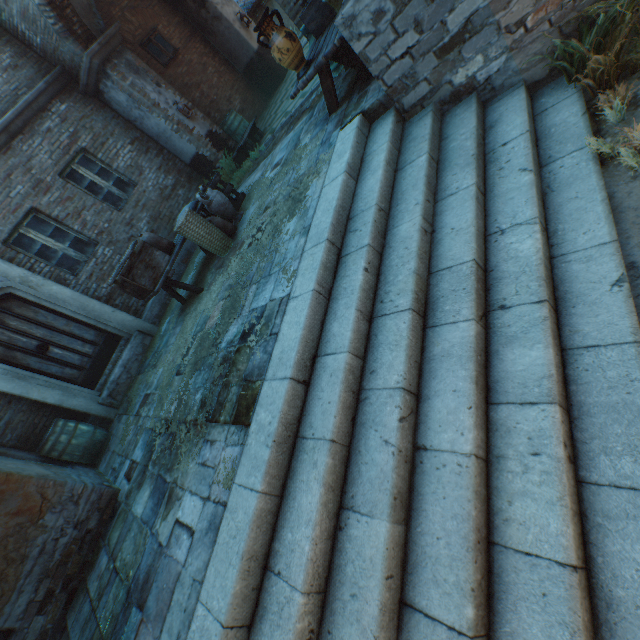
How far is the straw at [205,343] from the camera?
3.8m

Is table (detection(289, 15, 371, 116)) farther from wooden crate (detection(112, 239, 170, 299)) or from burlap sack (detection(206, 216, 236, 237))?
wooden crate (detection(112, 239, 170, 299))

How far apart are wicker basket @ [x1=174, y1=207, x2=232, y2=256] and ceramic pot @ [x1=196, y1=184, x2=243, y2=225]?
0.4 meters

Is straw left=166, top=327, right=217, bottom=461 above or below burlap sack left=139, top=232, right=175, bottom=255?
below

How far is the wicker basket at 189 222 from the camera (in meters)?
5.57

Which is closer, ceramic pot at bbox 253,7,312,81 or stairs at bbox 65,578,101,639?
stairs at bbox 65,578,101,639

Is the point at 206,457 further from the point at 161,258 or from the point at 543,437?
the point at 161,258

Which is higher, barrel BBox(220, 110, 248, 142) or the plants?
barrel BBox(220, 110, 248, 142)
